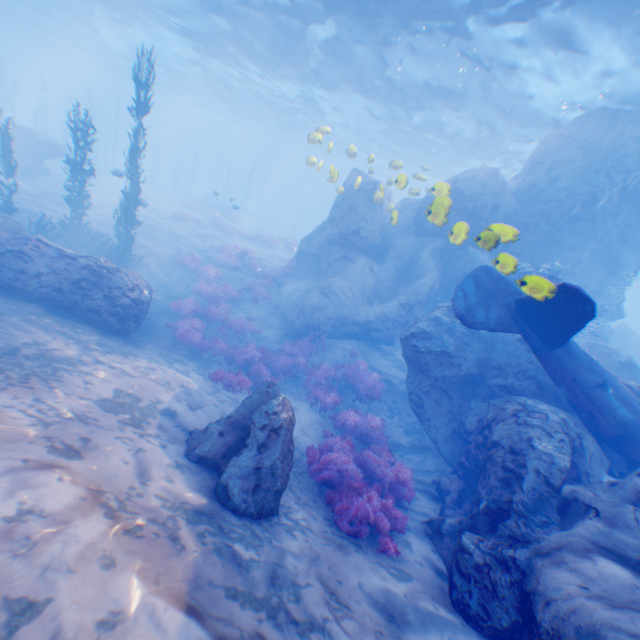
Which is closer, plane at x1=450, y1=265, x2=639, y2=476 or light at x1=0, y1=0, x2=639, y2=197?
plane at x1=450, y1=265, x2=639, y2=476

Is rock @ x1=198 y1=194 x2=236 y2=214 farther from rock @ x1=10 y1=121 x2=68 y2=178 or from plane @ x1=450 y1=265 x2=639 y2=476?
plane @ x1=450 y1=265 x2=639 y2=476

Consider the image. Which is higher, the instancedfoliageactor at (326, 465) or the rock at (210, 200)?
the rock at (210, 200)

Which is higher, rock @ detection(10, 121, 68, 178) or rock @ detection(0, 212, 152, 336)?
rock @ detection(10, 121, 68, 178)

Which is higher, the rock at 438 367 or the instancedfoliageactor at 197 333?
the rock at 438 367

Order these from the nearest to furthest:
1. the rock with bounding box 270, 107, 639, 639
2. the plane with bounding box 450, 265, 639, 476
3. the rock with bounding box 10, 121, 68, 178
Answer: the rock with bounding box 270, 107, 639, 639
the plane with bounding box 450, 265, 639, 476
the rock with bounding box 10, 121, 68, 178

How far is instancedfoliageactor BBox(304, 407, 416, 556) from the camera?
6.2 meters

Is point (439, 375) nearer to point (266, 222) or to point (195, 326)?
point (195, 326)
